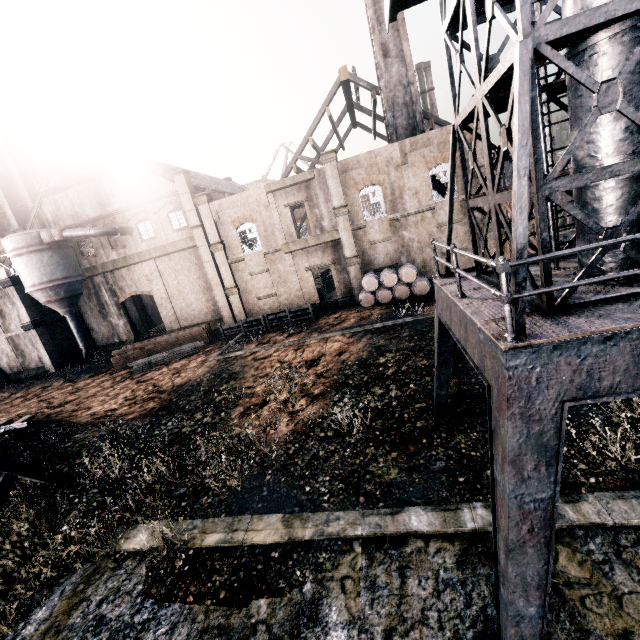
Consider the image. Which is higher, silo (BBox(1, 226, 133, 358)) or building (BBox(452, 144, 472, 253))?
silo (BBox(1, 226, 133, 358))

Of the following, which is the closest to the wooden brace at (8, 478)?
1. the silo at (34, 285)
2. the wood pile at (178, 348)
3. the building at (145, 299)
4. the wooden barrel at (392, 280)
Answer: the wood pile at (178, 348)

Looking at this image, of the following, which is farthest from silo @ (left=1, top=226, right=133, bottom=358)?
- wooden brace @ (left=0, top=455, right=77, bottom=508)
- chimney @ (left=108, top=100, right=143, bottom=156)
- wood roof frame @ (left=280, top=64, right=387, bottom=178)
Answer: wooden brace @ (left=0, top=455, right=77, bottom=508)

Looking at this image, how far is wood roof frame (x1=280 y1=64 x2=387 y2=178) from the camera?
32.9m

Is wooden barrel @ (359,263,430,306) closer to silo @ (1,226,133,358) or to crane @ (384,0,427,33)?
crane @ (384,0,427,33)

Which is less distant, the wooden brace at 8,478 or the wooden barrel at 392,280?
the wooden brace at 8,478

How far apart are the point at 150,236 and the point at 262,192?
13.11m

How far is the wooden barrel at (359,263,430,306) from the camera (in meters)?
26.86
